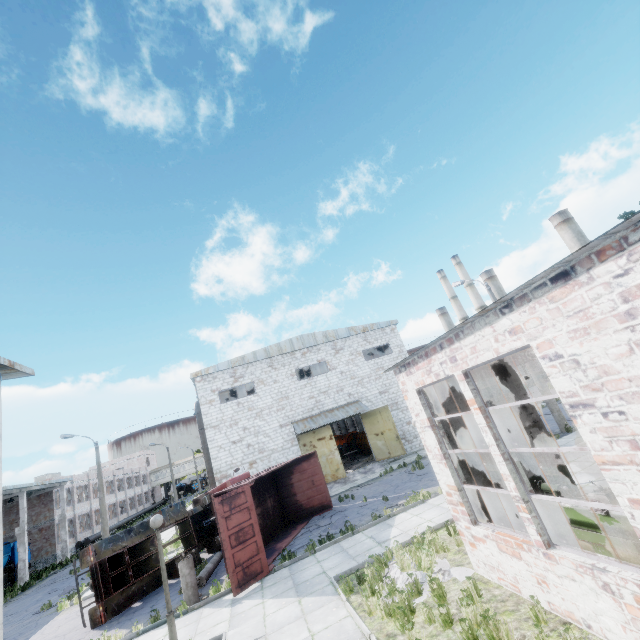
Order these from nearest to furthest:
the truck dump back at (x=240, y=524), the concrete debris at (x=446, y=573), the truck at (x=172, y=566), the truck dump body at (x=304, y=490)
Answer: the concrete debris at (x=446, y=573), the truck dump back at (x=240, y=524), the truck dump body at (x=304, y=490), the truck at (x=172, y=566)

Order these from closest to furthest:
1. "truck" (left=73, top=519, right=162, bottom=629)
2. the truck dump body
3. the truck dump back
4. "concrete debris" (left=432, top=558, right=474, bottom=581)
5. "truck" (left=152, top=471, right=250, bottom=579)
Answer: "concrete debris" (left=432, top=558, right=474, bottom=581) → the truck dump back → "truck" (left=73, top=519, right=162, bottom=629) → the truck dump body → "truck" (left=152, top=471, right=250, bottom=579)

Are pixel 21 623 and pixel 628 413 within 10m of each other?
no

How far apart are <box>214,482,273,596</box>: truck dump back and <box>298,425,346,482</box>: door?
12.4m

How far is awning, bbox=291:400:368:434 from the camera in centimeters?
2459cm

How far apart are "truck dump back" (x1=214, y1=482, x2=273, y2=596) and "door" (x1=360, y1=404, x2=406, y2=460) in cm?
1493

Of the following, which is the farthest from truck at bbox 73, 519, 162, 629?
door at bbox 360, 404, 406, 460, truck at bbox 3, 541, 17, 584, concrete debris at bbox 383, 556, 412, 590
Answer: truck at bbox 3, 541, 17, 584

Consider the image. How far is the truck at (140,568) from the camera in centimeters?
1243cm
